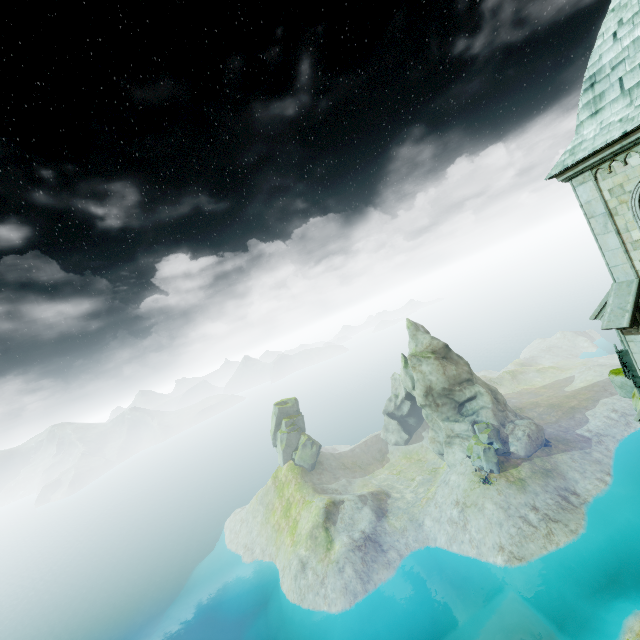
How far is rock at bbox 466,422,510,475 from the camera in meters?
53.5 m

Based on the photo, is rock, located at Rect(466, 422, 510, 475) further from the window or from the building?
the window

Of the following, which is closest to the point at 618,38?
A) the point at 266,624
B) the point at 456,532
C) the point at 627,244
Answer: the point at 627,244

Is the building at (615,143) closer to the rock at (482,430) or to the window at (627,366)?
the window at (627,366)

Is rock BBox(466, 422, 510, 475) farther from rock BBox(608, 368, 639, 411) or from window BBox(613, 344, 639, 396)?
window BBox(613, 344, 639, 396)

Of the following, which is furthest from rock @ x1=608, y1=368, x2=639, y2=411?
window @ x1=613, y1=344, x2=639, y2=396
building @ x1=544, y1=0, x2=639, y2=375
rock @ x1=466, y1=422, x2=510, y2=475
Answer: rock @ x1=466, y1=422, x2=510, y2=475

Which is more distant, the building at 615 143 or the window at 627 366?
the window at 627 366
